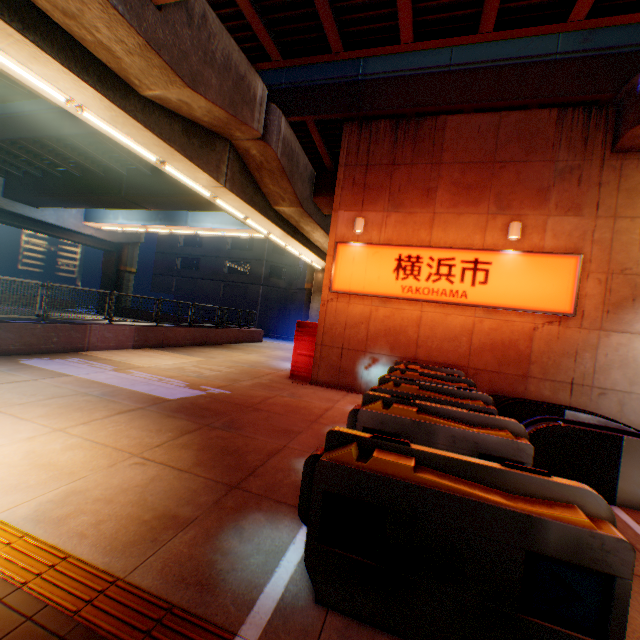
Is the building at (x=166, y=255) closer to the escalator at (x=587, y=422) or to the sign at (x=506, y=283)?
the sign at (x=506, y=283)

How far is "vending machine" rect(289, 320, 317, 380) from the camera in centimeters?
1093cm

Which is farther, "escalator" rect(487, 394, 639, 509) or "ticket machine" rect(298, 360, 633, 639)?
"escalator" rect(487, 394, 639, 509)

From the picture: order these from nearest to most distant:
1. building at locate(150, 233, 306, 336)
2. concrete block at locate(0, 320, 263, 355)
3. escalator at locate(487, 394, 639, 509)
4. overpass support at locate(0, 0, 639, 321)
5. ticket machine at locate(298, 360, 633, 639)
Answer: ticket machine at locate(298, 360, 633, 639), escalator at locate(487, 394, 639, 509), overpass support at locate(0, 0, 639, 321), concrete block at locate(0, 320, 263, 355), building at locate(150, 233, 306, 336)

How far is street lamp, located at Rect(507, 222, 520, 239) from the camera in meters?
8.7

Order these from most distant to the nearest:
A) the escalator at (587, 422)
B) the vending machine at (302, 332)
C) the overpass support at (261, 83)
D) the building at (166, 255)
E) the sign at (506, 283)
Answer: the building at (166, 255), the vending machine at (302, 332), the sign at (506, 283), the overpass support at (261, 83), the escalator at (587, 422)

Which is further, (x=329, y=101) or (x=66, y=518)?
(x=329, y=101)

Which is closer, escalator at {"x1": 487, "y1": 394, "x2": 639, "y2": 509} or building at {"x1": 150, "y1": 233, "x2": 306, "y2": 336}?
escalator at {"x1": 487, "y1": 394, "x2": 639, "y2": 509}
